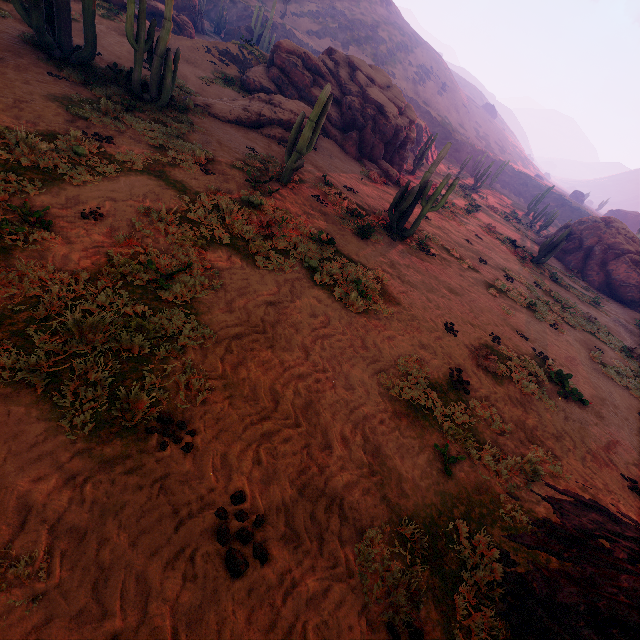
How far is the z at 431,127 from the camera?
27.0 meters

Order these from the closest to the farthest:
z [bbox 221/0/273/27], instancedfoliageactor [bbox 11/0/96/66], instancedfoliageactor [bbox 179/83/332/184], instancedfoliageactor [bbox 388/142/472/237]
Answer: instancedfoliageactor [bbox 11/0/96/66] → instancedfoliageactor [bbox 179/83/332/184] → instancedfoliageactor [bbox 388/142/472/237] → z [bbox 221/0/273/27]

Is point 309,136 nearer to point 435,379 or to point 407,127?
point 435,379

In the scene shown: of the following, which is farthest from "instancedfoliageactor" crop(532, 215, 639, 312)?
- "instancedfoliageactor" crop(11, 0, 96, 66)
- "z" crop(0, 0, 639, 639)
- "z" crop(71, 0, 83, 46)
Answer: "z" crop(71, 0, 83, 46)

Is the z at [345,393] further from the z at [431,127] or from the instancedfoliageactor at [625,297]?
the z at [431,127]

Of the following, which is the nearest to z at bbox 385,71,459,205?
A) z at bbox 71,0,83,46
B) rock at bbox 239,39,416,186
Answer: z at bbox 71,0,83,46

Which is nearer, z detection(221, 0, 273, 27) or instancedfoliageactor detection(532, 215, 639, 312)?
instancedfoliageactor detection(532, 215, 639, 312)

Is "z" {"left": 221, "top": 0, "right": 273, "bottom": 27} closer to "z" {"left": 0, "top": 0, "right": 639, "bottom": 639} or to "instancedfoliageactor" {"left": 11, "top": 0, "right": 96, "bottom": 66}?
"z" {"left": 0, "top": 0, "right": 639, "bottom": 639}
